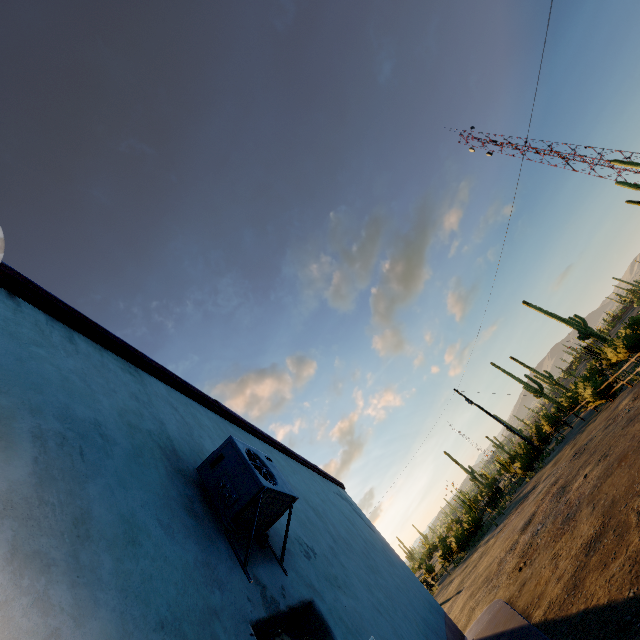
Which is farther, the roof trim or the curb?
the curb

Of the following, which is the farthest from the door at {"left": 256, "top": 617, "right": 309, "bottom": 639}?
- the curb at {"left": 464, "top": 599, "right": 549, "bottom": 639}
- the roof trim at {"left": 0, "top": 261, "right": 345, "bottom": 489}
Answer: the roof trim at {"left": 0, "top": 261, "right": 345, "bottom": 489}

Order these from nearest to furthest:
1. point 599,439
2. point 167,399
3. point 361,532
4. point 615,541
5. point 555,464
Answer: point 167,399 → point 615,541 → point 361,532 → point 599,439 → point 555,464

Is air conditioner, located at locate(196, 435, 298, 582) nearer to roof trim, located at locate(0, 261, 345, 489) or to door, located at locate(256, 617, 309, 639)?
door, located at locate(256, 617, 309, 639)

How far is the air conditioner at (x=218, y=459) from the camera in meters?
2.4 m

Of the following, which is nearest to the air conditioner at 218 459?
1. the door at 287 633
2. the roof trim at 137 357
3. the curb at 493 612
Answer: the door at 287 633

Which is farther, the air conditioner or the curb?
the curb

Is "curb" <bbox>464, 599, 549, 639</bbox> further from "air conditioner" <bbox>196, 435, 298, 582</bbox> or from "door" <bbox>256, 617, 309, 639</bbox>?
"air conditioner" <bbox>196, 435, 298, 582</bbox>
